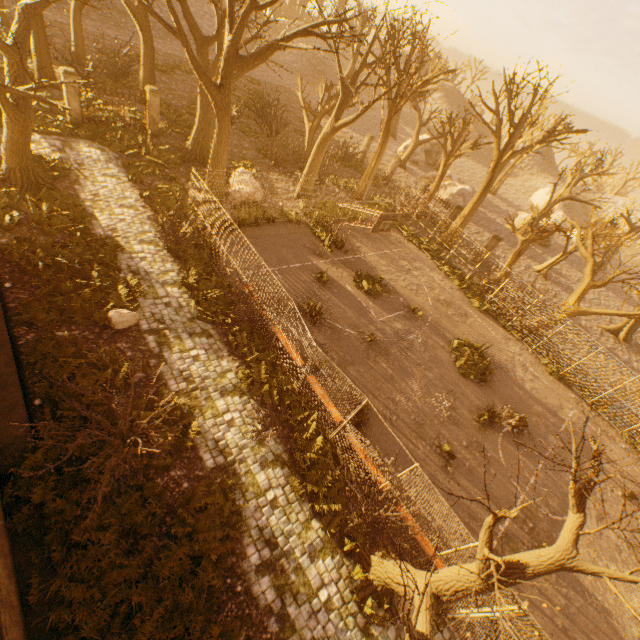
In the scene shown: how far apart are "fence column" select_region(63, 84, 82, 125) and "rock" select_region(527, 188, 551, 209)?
57.12m

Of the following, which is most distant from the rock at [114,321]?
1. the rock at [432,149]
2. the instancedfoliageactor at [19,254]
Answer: the rock at [432,149]

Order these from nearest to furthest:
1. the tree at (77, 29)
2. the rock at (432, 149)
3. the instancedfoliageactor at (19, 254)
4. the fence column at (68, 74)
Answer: the instancedfoliageactor at (19, 254), the fence column at (68, 74), the tree at (77, 29), the rock at (432, 149)

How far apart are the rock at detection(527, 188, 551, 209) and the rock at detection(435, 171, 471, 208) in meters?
22.4

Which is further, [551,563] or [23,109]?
[23,109]

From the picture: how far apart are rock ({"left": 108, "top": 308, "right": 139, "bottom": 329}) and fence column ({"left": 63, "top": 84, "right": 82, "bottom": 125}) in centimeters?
1390cm

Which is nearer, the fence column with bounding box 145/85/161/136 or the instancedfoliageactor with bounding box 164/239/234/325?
the instancedfoliageactor with bounding box 164/239/234/325

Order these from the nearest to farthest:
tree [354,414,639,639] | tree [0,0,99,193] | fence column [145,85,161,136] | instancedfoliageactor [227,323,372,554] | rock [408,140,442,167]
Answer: tree [354,414,639,639] → instancedfoliageactor [227,323,372,554] → tree [0,0,99,193] → fence column [145,85,161,136] → rock [408,140,442,167]
